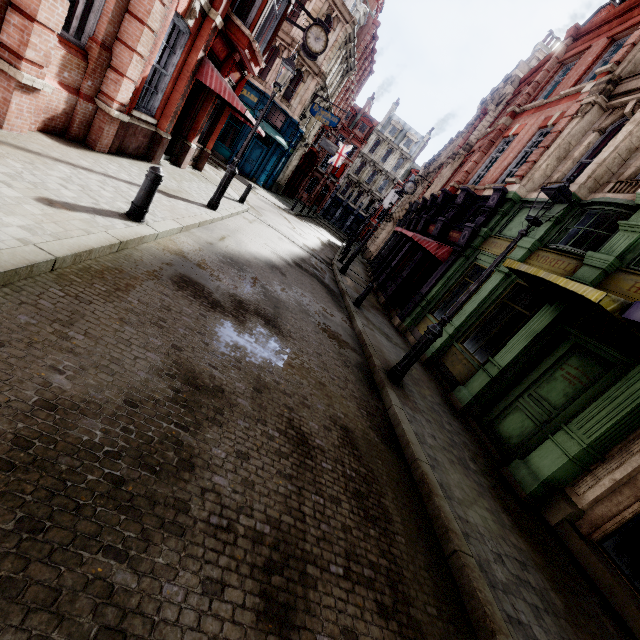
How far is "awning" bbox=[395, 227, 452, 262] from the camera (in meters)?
12.27

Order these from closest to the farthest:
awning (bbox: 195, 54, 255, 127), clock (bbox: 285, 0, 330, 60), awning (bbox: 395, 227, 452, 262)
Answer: awning (bbox: 195, 54, 255, 127) → awning (bbox: 395, 227, 452, 262) → clock (bbox: 285, 0, 330, 60)

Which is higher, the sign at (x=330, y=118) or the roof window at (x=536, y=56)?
the roof window at (x=536, y=56)

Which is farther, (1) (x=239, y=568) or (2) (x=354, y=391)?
(2) (x=354, y=391)

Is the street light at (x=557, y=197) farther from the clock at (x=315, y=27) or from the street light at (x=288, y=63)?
the clock at (x=315, y=27)

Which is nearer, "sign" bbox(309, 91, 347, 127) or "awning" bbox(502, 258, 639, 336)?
"awning" bbox(502, 258, 639, 336)

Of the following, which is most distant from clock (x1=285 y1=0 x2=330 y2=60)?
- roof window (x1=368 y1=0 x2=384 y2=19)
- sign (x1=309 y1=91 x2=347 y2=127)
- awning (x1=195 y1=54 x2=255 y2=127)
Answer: roof window (x1=368 y1=0 x2=384 y2=19)

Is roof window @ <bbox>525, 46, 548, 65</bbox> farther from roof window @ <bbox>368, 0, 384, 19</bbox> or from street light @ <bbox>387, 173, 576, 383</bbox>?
street light @ <bbox>387, 173, 576, 383</bbox>
